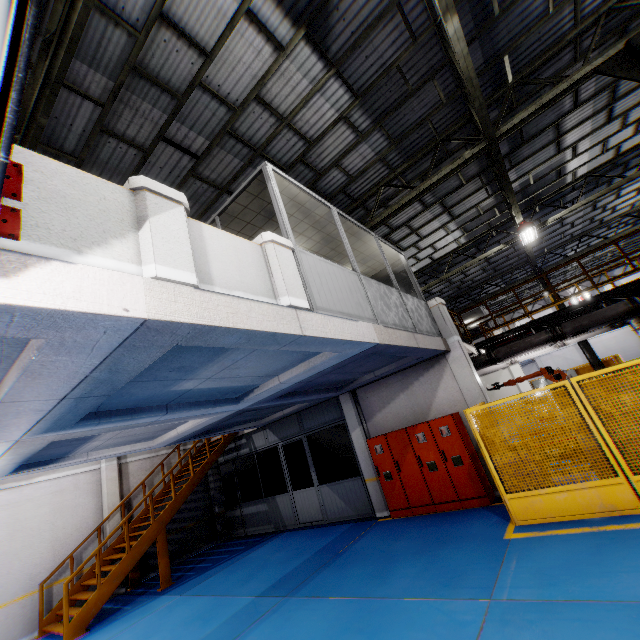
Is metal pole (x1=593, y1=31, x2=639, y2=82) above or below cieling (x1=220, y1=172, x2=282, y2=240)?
above

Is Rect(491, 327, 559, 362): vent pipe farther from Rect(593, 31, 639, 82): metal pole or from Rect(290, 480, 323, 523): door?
Rect(290, 480, 323, 523): door

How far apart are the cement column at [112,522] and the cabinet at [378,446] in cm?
917

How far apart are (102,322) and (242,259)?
1.9 meters

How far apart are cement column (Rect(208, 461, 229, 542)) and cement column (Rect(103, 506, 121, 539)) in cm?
351

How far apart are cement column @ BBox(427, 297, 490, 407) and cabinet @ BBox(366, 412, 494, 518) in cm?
29

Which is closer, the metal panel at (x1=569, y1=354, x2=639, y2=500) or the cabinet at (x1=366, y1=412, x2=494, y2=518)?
the metal panel at (x1=569, y1=354, x2=639, y2=500)

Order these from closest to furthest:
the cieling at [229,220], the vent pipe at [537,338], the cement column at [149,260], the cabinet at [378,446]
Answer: the cement column at [149,260]
the cieling at [229,220]
the cabinet at [378,446]
the vent pipe at [537,338]
